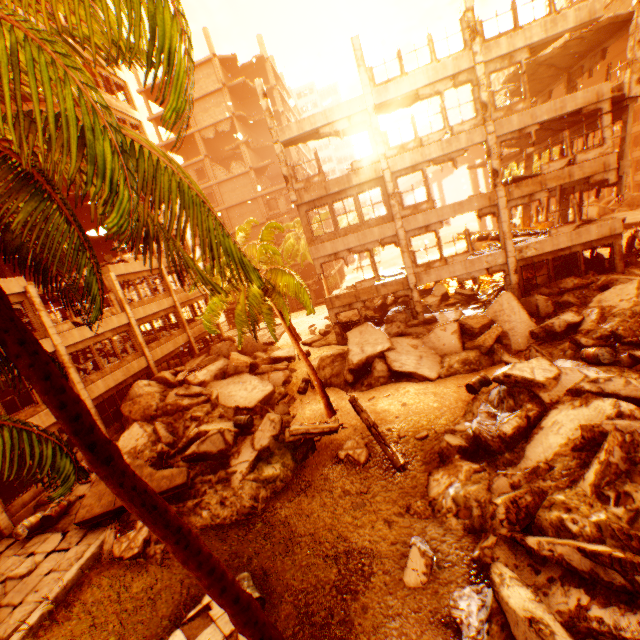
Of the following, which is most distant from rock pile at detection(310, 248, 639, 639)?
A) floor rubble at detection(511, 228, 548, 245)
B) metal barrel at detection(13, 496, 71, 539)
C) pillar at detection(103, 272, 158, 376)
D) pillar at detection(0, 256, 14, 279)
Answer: pillar at detection(0, 256, 14, 279)

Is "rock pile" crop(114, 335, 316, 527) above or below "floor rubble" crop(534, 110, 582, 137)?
Result: below

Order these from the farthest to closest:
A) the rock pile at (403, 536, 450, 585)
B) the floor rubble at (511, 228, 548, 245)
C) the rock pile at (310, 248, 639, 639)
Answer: the floor rubble at (511, 228, 548, 245), the rock pile at (403, 536, 450, 585), the rock pile at (310, 248, 639, 639)

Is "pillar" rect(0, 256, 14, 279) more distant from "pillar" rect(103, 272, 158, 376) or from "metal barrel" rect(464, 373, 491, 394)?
"metal barrel" rect(464, 373, 491, 394)

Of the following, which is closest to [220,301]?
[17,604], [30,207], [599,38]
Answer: [30,207]

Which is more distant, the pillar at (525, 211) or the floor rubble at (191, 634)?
the pillar at (525, 211)

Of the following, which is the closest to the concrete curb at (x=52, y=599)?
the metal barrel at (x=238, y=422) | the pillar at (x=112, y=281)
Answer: the metal barrel at (x=238, y=422)

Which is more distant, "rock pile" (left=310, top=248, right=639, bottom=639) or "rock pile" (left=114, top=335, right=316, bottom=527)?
"rock pile" (left=114, top=335, right=316, bottom=527)
